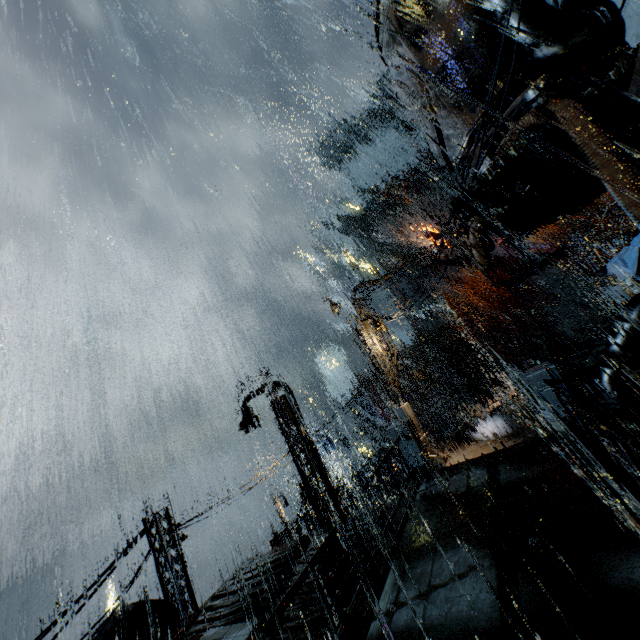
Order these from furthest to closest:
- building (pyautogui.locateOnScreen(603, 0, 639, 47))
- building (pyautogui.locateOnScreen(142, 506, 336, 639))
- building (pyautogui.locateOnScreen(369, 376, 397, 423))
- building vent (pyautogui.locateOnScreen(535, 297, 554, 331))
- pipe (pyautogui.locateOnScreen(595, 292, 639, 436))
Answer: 1. building vent (pyautogui.locateOnScreen(535, 297, 554, 331))
2. building (pyautogui.locateOnScreen(369, 376, 397, 423))
3. pipe (pyautogui.locateOnScreen(595, 292, 639, 436))
4. building (pyautogui.locateOnScreen(142, 506, 336, 639))
5. building (pyautogui.locateOnScreen(603, 0, 639, 47))

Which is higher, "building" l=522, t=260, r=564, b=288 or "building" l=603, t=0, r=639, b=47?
"building" l=603, t=0, r=639, b=47

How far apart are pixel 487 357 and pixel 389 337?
33.6 meters

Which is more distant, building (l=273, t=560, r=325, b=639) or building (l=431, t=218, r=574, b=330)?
building (l=431, t=218, r=574, b=330)

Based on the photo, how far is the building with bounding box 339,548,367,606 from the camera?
7.66m

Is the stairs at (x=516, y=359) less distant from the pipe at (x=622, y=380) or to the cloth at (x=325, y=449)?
the cloth at (x=325, y=449)

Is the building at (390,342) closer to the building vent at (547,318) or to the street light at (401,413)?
the street light at (401,413)

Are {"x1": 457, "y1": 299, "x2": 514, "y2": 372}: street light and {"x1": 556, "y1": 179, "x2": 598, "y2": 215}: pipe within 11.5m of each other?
no
